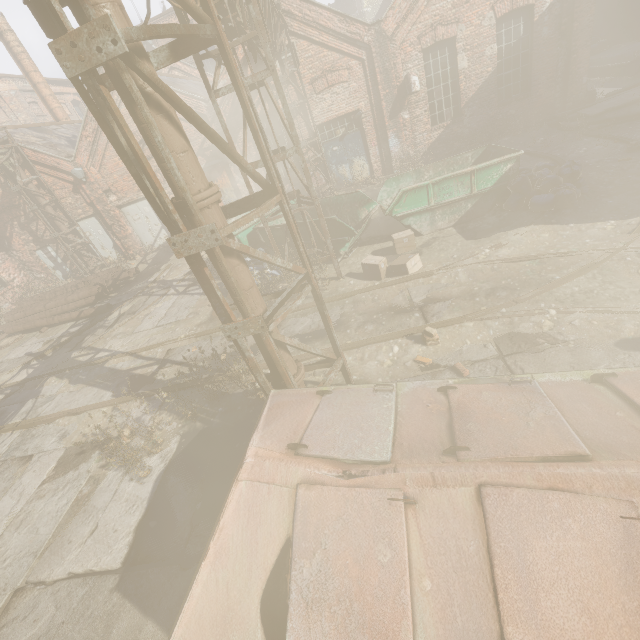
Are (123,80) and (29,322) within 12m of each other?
no

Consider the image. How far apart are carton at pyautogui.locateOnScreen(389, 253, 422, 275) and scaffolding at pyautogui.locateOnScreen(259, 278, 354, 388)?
3.4m

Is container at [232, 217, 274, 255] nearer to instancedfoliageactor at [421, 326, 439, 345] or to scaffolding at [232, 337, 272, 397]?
instancedfoliageactor at [421, 326, 439, 345]

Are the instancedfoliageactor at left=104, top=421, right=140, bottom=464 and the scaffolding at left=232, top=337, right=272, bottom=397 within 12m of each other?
yes

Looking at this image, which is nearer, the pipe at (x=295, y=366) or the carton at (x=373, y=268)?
the pipe at (x=295, y=366)

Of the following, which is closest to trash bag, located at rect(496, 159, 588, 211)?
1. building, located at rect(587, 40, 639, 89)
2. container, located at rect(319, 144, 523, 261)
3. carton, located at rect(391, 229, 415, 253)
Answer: container, located at rect(319, 144, 523, 261)

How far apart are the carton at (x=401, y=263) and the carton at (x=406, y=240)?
0.7m
